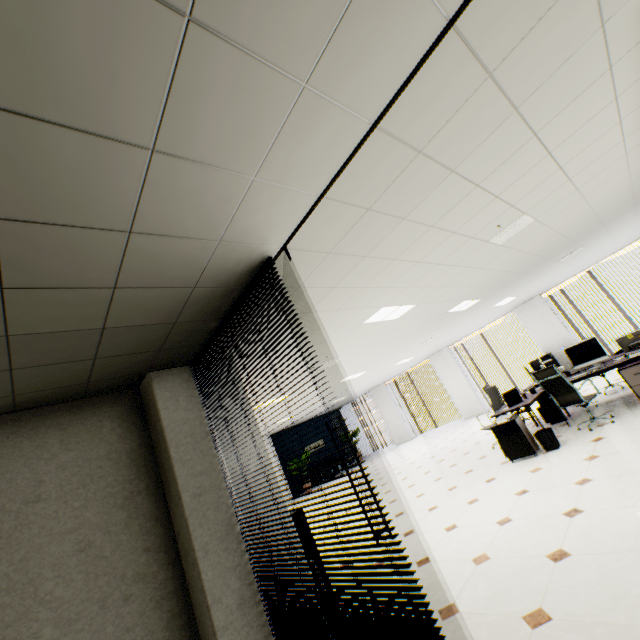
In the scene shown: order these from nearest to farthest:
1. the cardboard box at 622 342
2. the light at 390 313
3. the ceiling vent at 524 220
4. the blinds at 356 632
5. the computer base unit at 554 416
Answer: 1. the blinds at 356 632
2. the ceiling vent at 524 220
3. the light at 390 313
4. the cardboard box at 622 342
5. the computer base unit at 554 416

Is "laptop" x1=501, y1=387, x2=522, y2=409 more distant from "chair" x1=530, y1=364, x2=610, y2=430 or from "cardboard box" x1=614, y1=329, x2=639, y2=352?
"cardboard box" x1=614, y1=329, x2=639, y2=352

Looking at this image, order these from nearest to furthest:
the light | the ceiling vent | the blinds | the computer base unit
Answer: the blinds
the ceiling vent
the light
the computer base unit

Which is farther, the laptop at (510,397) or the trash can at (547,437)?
the laptop at (510,397)

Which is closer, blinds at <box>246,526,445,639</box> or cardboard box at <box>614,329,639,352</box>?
blinds at <box>246,526,445,639</box>

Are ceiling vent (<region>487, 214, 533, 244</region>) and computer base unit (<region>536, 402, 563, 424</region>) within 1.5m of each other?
no

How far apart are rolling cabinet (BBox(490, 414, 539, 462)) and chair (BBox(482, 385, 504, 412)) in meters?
0.9 m

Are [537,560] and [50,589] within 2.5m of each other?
no
